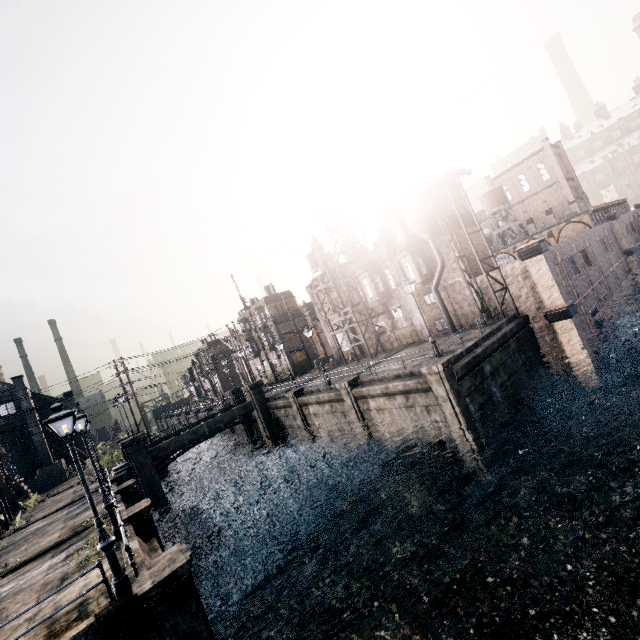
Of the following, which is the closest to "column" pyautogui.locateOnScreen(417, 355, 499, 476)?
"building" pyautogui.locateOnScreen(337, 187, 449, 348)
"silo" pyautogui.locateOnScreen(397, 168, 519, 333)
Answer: "silo" pyautogui.locateOnScreen(397, 168, 519, 333)

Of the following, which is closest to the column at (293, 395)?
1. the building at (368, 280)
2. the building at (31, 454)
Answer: the building at (368, 280)

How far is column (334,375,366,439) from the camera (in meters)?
25.02

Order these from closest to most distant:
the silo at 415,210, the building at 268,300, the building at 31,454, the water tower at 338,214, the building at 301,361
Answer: the silo at 415,210 → the building at 31,454 → the water tower at 338,214 → the building at 301,361 → the building at 268,300

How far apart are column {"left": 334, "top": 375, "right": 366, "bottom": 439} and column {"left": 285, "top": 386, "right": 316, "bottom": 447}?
6.89m

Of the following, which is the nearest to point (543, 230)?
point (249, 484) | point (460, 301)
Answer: point (460, 301)

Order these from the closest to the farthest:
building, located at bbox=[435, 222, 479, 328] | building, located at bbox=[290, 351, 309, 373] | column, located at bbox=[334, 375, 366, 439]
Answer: column, located at bbox=[334, 375, 366, 439] → building, located at bbox=[435, 222, 479, 328] → building, located at bbox=[290, 351, 309, 373]

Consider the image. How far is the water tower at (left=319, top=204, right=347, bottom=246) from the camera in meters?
44.9 m
